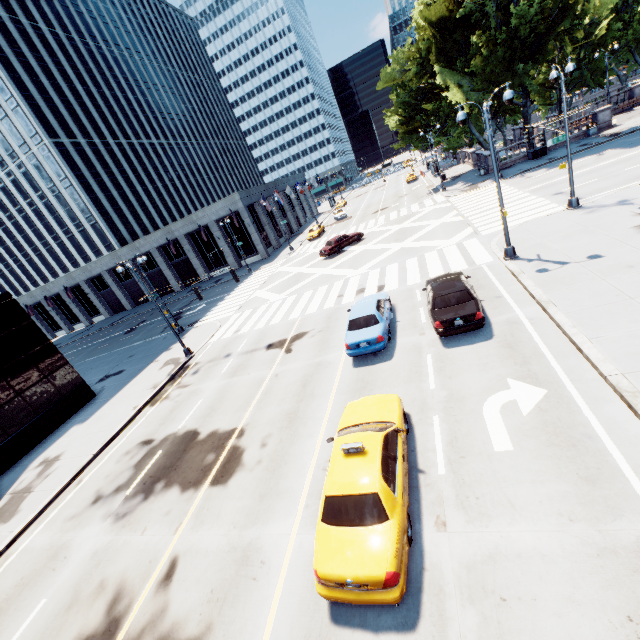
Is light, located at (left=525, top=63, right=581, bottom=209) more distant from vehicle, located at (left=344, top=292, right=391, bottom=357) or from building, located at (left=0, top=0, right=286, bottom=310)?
building, located at (left=0, top=0, right=286, bottom=310)

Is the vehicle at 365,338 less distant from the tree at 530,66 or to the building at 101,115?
the tree at 530,66

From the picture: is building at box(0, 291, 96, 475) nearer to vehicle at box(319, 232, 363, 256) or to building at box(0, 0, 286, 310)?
vehicle at box(319, 232, 363, 256)

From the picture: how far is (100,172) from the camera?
53.2m

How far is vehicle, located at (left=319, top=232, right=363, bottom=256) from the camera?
32.06m

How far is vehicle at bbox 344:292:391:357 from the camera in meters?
13.0 m

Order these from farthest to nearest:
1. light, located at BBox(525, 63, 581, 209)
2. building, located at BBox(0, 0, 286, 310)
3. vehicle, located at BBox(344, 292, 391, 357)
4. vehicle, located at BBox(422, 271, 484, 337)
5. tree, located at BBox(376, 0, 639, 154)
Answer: building, located at BBox(0, 0, 286, 310), tree, located at BBox(376, 0, 639, 154), light, located at BBox(525, 63, 581, 209), vehicle, located at BBox(344, 292, 391, 357), vehicle, located at BBox(422, 271, 484, 337)

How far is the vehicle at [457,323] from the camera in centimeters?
1169cm
